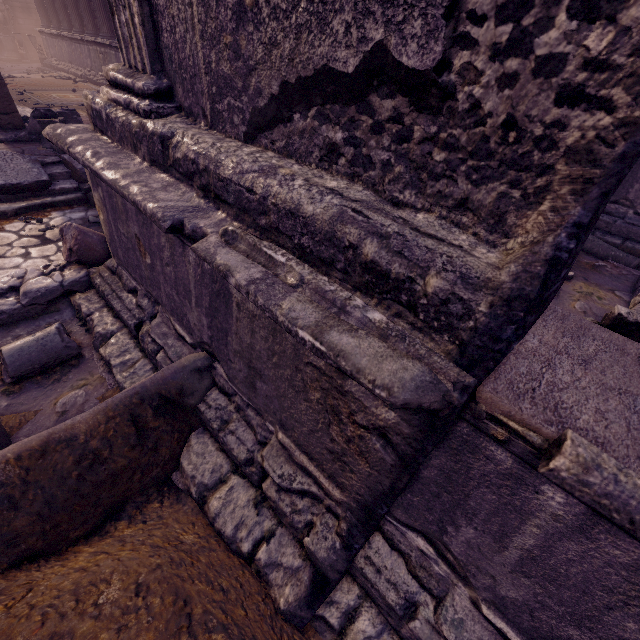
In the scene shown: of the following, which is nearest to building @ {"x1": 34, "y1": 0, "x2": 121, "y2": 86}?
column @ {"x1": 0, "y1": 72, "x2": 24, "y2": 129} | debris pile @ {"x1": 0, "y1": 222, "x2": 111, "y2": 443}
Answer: column @ {"x1": 0, "y1": 72, "x2": 24, "y2": 129}

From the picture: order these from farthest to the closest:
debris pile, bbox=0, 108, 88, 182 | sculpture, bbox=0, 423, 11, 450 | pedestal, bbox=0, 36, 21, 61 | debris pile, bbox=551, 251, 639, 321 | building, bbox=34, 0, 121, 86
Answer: pedestal, bbox=0, 36, 21, 61 < building, bbox=34, 0, 121, 86 < debris pile, bbox=0, 108, 88, 182 < debris pile, bbox=551, 251, 639, 321 < sculpture, bbox=0, 423, 11, 450

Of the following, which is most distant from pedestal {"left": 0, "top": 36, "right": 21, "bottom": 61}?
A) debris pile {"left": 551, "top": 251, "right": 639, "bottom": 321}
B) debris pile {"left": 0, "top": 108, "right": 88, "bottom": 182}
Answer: debris pile {"left": 551, "top": 251, "right": 639, "bottom": 321}

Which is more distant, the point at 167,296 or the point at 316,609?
the point at 167,296

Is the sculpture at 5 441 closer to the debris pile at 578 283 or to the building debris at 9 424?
the building debris at 9 424

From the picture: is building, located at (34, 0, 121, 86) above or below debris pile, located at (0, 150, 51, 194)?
above

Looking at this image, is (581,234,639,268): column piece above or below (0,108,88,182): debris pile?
below

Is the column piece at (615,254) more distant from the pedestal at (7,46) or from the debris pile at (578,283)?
the pedestal at (7,46)
